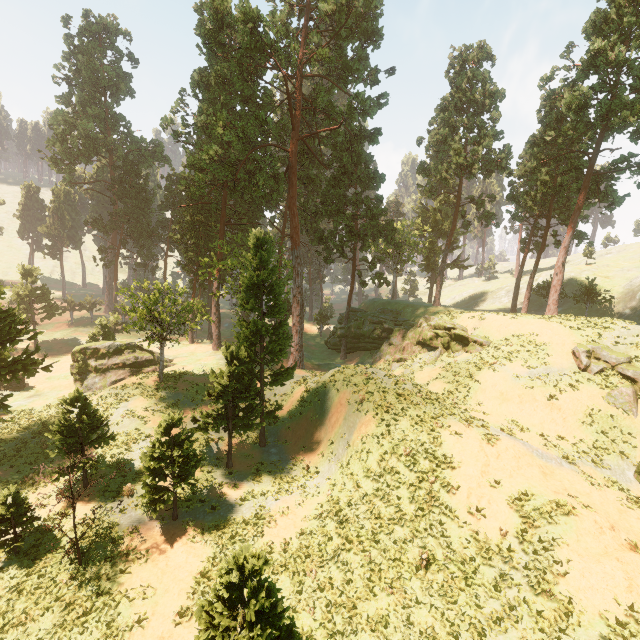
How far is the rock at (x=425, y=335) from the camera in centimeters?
2955cm

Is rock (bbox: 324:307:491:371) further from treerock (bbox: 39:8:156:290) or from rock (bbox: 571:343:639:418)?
rock (bbox: 571:343:639:418)

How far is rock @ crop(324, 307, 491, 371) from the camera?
29.55m

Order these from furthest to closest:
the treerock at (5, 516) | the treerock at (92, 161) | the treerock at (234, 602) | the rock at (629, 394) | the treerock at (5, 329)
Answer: the treerock at (92, 161) < the treerock at (5, 329) < the rock at (629, 394) < the treerock at (5, 516) < the treerock at (234, 602)

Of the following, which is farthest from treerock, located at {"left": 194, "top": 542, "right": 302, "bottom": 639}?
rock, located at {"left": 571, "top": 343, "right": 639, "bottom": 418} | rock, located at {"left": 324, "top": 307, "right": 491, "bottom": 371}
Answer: rock, located at {"left": 571, "top": 343, "right": 639, "bottom": 418}

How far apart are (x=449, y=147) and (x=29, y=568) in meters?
48.6

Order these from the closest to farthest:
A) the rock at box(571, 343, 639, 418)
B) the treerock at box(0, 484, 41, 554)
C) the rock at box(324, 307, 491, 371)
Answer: the treerock at box(0, 484, 41, 554), the rock at box(571, 343, 639, 418), the rock at box(324, 307, 491, 371)
